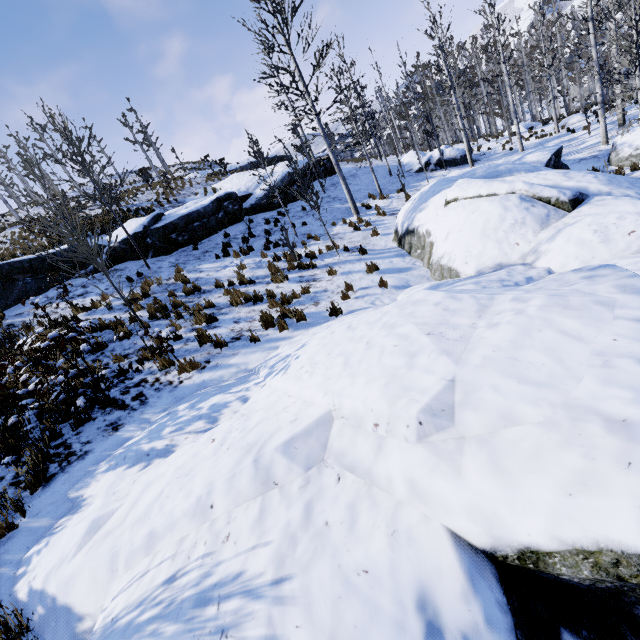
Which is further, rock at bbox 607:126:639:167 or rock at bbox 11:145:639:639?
rock at bbox 607:126:639:167

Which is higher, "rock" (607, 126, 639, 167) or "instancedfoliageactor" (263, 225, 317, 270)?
"instancedfoliageactor" (263, 225, 317, 270)

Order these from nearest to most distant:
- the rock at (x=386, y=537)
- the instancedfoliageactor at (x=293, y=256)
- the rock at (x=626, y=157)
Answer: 1. the rock at (x=386, y=537)
2. the instancedfoliageactor at (x=293, y=256)
3. the rock at (x=626, y=157)

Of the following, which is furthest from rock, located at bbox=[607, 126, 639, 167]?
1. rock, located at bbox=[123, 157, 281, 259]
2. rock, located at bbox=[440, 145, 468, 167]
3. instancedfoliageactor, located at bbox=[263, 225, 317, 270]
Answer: rock, located at bbox=[123, 157, 281, 259]

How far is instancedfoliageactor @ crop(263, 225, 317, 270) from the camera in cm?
1082

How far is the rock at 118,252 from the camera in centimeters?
1309cm

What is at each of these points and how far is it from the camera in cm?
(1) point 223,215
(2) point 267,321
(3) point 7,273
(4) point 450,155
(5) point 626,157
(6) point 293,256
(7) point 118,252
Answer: (1) rock, 1617
(2) instancedfoliageactor, 779
(3) rock, 1176
(4) rock, 2314
(5) rock, 1258
(6) instancedfoliageactor, 1109
(7) rock, 1326

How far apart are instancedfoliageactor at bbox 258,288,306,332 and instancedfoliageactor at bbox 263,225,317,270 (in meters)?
3.98
